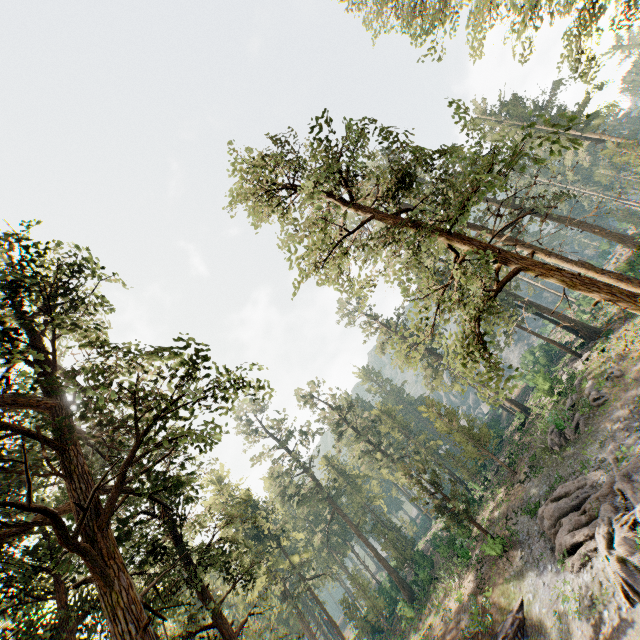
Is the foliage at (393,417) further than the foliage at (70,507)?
Yes

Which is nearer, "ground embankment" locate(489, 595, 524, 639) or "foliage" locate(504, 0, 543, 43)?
"foliage" locate(504, 0, 543, 43)

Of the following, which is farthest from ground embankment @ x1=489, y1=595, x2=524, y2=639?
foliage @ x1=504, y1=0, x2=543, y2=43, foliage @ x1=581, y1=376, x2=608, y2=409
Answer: foliage @ x1=581, y1=376, x2=608, y2=409

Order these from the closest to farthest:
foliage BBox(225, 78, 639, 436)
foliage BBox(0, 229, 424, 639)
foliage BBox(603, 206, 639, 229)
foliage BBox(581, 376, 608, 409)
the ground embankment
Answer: foliage BBox(0, 229, 424, 639)
foliage BBox(225, 78, 639, 436)
the ground embankment
foliage BBox(581, 376, 608, 409)
foliage BBox(603, 206, 639, 229)

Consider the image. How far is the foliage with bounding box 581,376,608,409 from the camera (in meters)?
24.67

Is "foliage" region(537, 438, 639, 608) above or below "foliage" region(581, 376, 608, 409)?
below

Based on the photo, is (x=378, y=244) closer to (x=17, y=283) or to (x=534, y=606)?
(x=17, y=283)

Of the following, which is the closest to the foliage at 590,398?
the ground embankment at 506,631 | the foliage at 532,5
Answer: the foliage at 532,5
